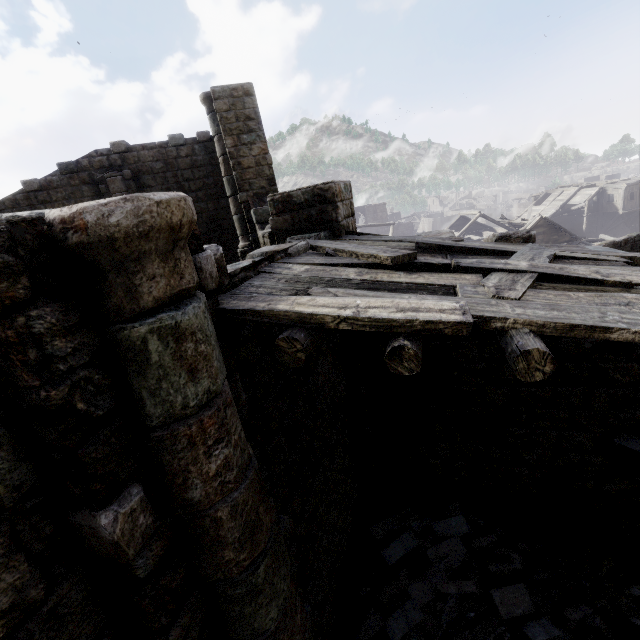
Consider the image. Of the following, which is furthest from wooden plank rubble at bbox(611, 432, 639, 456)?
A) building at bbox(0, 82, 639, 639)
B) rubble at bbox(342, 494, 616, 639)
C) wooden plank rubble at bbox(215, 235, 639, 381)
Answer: wooden plank rubble at bbox(215, 235, 639, 381)

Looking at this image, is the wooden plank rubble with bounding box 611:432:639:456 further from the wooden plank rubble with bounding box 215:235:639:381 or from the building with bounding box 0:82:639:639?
the wooden plank rubble with bounding box 215:235:639:381

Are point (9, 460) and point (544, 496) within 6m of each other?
no

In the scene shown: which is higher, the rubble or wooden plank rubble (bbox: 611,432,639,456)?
wooden plank rubble (bbox: 611,432,639,456)

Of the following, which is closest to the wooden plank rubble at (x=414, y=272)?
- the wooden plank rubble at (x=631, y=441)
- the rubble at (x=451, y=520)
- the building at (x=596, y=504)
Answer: the building at (x=596, y=504)

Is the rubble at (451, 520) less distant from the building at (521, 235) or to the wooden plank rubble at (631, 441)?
the building at (521, 235)

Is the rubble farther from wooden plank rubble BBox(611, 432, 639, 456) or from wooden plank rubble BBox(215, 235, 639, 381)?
wooden plank rubble BBox(215, 235, 639, 381)

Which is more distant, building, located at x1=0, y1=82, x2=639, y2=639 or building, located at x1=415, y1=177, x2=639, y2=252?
building, located at x1=415, y1=177, x2=639, y2=252
